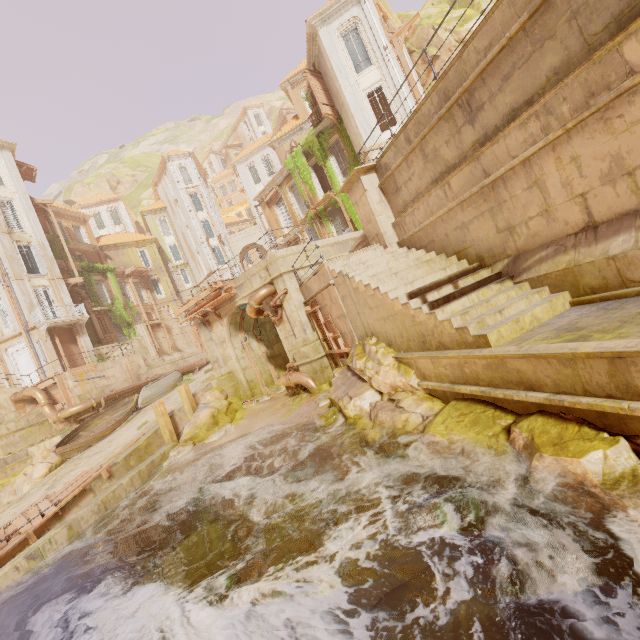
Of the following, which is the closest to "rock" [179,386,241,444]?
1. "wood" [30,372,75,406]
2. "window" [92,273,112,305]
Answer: "wood" [30,372,75,406]

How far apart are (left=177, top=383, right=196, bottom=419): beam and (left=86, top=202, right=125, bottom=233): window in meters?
42.5 m

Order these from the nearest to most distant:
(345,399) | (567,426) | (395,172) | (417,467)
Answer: (567,426)
(417,467)
(345,399)
(395,172)

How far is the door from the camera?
24.0 meters

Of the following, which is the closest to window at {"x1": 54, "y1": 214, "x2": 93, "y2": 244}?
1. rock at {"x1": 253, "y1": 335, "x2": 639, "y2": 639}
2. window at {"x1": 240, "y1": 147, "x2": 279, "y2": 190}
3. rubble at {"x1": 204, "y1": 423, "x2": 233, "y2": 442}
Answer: window at {"x1": 240, "y1": 147, "x2": 279, "y2": 190}

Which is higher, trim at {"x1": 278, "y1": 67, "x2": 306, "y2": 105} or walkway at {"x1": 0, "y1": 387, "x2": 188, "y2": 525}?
trim at {"x1": 278, "y1": 67, "x2": 306, "y2": 105}

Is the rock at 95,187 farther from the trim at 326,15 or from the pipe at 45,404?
the trim at 326,15

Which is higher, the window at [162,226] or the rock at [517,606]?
the window at [162,226]
